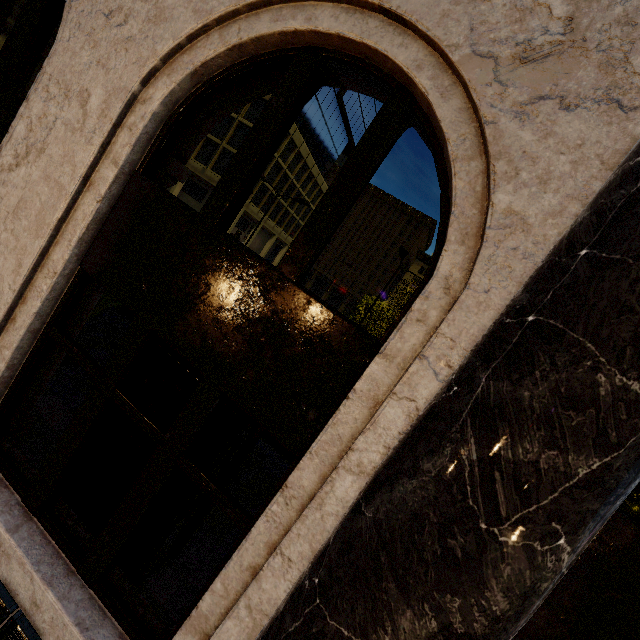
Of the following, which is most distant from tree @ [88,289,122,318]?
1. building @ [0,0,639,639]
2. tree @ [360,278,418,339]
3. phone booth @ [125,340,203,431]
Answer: tree @ [360,278,418,339]

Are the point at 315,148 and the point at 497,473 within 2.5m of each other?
no

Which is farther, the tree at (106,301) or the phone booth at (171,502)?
the tree at (106,301)

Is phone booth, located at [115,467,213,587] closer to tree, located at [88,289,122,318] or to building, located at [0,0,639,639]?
building, located at [0,0,639,639]

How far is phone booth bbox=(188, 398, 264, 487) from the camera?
2.9m

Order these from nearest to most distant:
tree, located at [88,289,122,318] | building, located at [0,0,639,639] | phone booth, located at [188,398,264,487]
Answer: building, located at [0,0,639,639], phone booth, located at [188,398,264,487], tree, located at [88,289,122,318]

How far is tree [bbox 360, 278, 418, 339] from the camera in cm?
2291

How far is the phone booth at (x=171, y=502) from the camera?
3.0 meters
